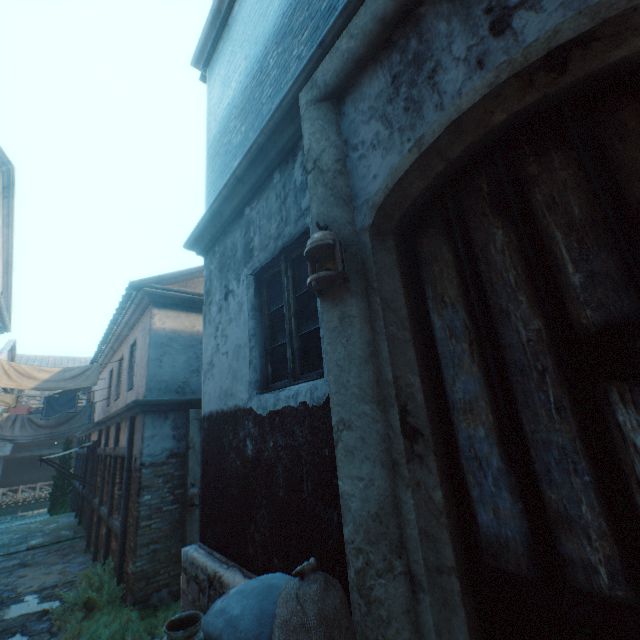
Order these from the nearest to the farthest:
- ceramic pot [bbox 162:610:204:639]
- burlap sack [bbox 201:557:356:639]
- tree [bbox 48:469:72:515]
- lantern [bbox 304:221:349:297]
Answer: burlap sack [bbox 201:557:356:639] → lantern [bbox 304:221:349:297] → ceramic pot [bbox 162:610:204:639] → tree [bbox 48:469:72:515]

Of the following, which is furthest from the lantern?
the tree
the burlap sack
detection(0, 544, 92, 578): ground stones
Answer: the tree

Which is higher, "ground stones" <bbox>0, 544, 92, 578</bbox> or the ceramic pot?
the ceramic pot

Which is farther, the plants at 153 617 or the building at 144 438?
the plants at 153 617

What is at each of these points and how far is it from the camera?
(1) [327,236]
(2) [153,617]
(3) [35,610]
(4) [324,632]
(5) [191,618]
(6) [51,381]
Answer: (1) lantern, 1.96m
(2) plants, 5.63m
(3) ground stones, 6.73m
(4) burlap sack, 1.18m
(5) ceramic pot, 3.00m
(6) clothesline, 9.14m

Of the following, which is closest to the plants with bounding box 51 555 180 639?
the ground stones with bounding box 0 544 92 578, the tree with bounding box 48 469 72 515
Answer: the ground stones with bounding box 0 544 92 578

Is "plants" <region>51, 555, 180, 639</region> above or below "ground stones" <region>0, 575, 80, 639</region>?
above

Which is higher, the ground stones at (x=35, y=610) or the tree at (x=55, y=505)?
the tree at (x=55, y=505)
